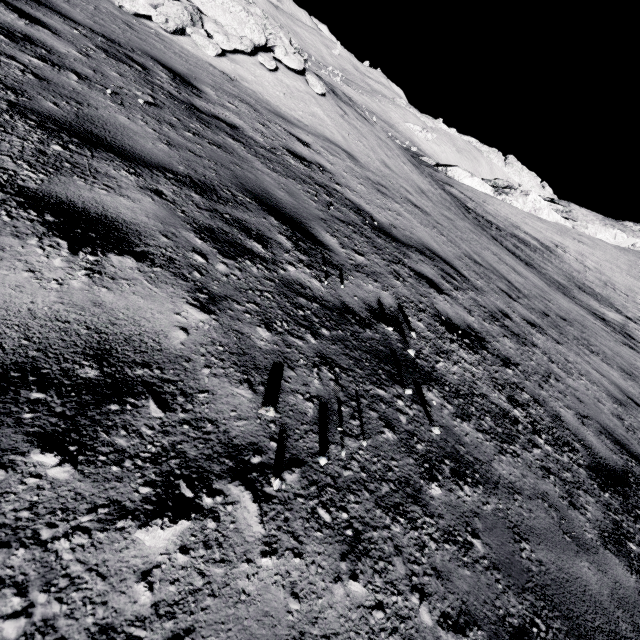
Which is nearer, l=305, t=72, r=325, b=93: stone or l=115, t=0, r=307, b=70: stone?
l=115, t=0, r=307, b=70: stone

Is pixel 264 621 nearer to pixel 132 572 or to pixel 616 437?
pixel 132 572

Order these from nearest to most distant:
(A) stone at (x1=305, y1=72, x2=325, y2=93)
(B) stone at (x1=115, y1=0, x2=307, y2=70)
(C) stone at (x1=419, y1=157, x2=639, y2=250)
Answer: (B) stone at (x1=115, y1=0, x2=307, y2=70)
(A) stone at (x1=305, y1=72, x2=325, y2=93)
(C) stone at (x1=419, y1=157, x2=639, y2=250)

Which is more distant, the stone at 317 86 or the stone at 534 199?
the stone at 534 199

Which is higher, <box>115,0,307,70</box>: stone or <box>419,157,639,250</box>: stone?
<box>419,157,639,250</box>: stone

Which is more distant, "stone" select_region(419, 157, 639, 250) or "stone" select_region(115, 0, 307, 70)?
"stone" select_region(419, 157, 639, 250)

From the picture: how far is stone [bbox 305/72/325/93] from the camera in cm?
970

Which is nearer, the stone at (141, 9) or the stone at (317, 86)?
the stone at (141, 9)
